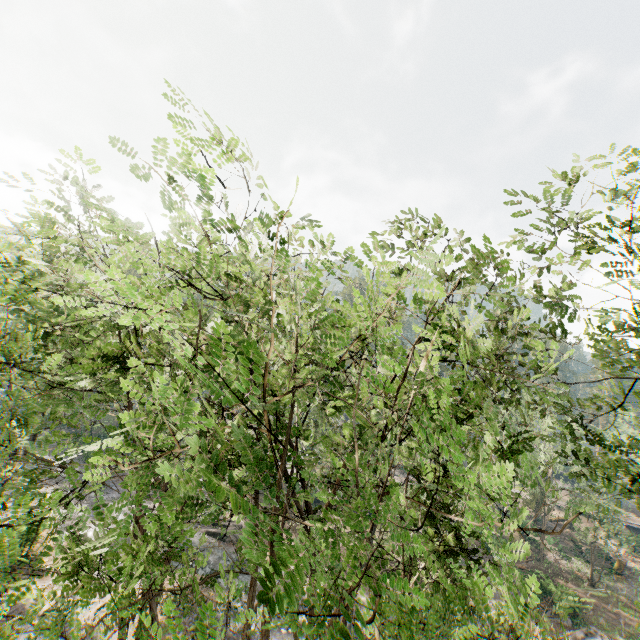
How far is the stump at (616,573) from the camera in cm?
3580

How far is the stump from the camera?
35.80m

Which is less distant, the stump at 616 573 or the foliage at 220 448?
the foliage at 220 448

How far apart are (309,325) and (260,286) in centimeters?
652cm

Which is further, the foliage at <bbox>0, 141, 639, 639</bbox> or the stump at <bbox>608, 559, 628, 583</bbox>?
the stump at <bbox>608, 559, 628, 583</bbox>

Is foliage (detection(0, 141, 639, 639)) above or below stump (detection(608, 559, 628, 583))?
above
